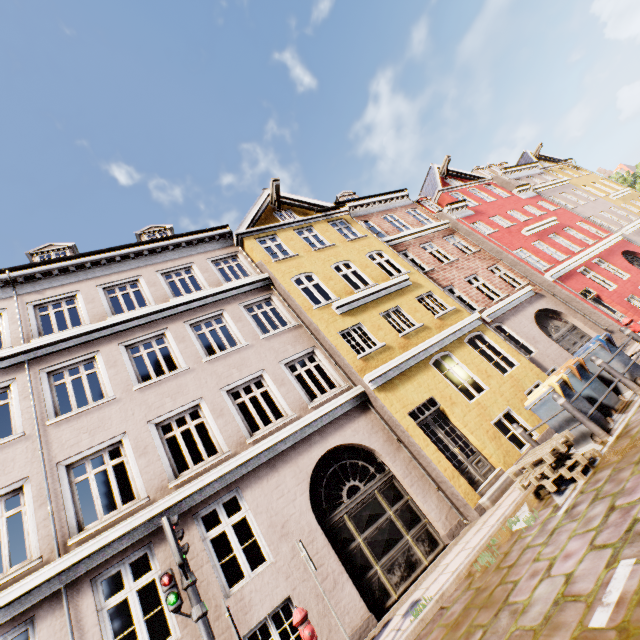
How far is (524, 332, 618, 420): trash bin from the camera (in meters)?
6.93

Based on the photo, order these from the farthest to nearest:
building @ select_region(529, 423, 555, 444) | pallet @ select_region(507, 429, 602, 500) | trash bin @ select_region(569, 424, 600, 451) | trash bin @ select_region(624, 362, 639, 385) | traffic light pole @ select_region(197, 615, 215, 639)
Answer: building @ select_region(529, 423, 555, 444) → trash bin @ select_region(624, 362, 639, 385) → trash bin @ select_region(569, 424, 600, 451) → pallet @ select_region(507, 429, 602, 500) → traffic light pole @ select_region(197, 615, 215, 639)

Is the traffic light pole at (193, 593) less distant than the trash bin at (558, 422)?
Yes

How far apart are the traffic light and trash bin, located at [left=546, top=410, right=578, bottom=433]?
7.4 meters

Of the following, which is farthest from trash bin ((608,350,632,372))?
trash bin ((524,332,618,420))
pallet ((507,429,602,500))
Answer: pallet ((507,429,602,500))

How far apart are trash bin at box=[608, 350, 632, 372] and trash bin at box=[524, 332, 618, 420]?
0.4 meters

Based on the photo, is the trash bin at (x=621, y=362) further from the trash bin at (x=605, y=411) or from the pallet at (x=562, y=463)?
the pallet at (x=562, y=463)

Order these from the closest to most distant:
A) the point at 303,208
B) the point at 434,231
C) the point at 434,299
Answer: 1. the point at 434,299
2. the point at 303,208
3. the point at 434,231
